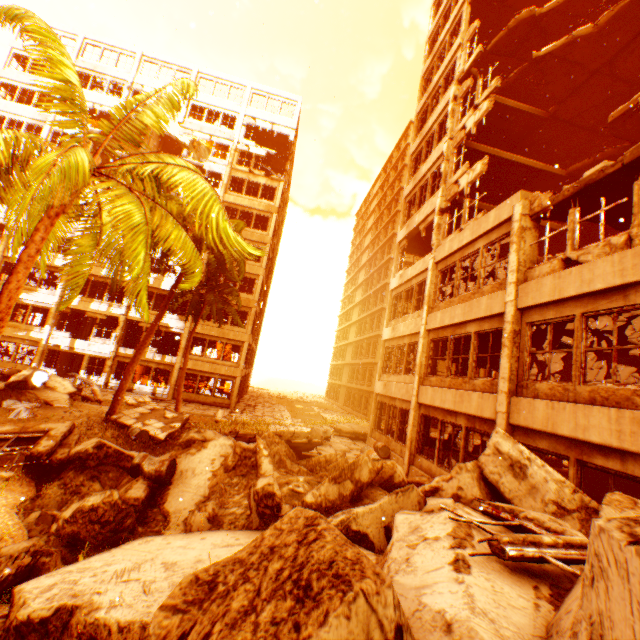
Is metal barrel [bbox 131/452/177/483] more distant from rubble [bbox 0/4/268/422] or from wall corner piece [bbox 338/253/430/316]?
wall corner piece [bbox 338/253/430/316]

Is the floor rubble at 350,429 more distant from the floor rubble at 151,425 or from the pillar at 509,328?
the pillar at 509,328

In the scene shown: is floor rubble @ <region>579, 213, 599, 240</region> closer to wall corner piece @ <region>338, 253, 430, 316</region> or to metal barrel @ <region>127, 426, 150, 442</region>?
wall corner piece @ <region>338, 253, 430, 316</region>

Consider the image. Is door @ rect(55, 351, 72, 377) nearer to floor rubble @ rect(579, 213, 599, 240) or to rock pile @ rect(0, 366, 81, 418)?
rock pile @ rect(0, 366, 81, 418)

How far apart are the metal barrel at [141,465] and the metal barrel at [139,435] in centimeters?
615cm

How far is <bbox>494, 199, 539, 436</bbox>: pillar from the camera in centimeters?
827cm

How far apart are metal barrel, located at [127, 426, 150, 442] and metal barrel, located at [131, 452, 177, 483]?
6.15m

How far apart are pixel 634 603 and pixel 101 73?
41.5 meters
